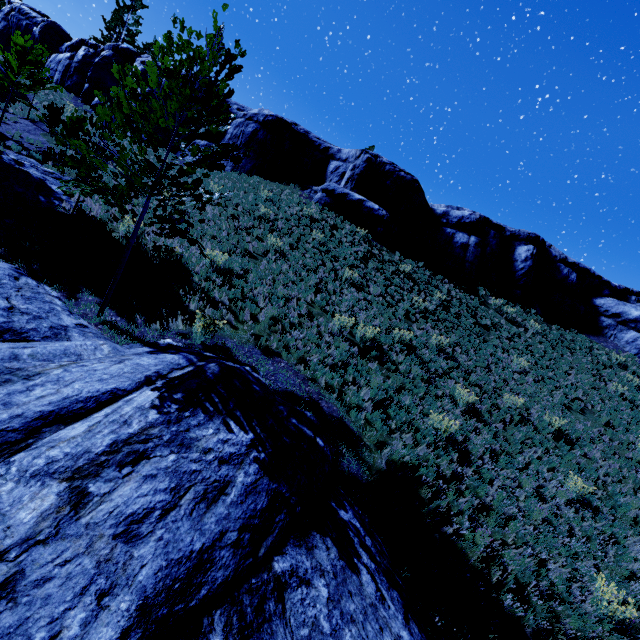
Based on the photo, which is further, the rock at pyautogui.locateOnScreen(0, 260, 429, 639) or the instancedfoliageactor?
the instancedfoliageactor

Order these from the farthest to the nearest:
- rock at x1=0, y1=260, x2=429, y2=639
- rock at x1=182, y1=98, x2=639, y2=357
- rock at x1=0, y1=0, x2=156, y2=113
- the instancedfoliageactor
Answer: rock at x1=0, y1=0, x2=156, y2=113 < rock at x1=182, y1=98, x2=639, y2=357 < the instancedfoliageactor < rock at x1=0, y1=260, x2=429, y2=639

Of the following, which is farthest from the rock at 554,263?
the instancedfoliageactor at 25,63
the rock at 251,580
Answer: the rock at 251,580

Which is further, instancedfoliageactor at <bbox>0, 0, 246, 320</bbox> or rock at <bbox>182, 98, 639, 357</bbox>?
rock at <bbox>182, 98, 639, 357</bbox>

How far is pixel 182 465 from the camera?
4.3 meters

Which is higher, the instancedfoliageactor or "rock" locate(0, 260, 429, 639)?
the instancedfoliageactor

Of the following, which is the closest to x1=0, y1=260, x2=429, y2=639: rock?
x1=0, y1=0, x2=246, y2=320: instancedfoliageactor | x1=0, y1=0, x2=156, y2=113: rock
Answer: x1=0, y1=0, x2=246, y2=320: instancedfoliageactor

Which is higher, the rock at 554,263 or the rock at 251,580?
the rock at 554,263
